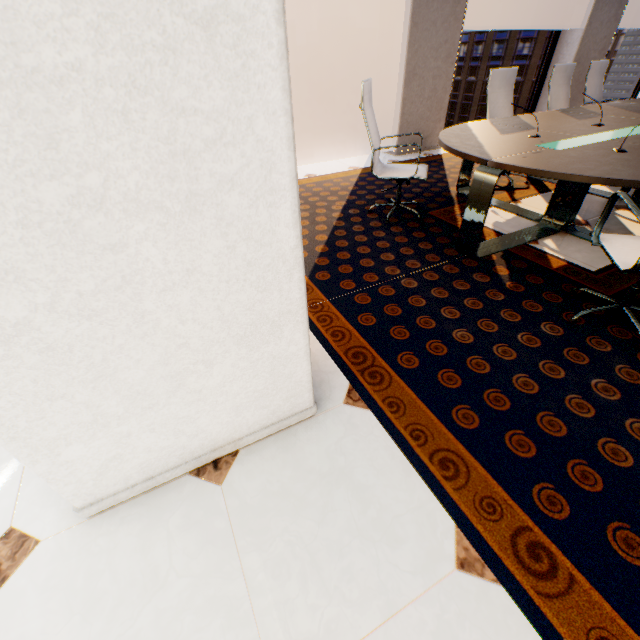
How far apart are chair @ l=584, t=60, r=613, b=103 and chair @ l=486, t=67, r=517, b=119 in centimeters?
181cm

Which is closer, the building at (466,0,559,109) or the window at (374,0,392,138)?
the window at (374,0,392,138)

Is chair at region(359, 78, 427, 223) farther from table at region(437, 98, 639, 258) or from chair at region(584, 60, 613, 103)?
chair at region(584, 60, 613, 103)

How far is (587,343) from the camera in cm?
185

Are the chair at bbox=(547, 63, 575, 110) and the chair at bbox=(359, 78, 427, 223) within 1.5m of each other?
no

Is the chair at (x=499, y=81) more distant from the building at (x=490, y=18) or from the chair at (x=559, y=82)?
the building at (x=490, y=18)

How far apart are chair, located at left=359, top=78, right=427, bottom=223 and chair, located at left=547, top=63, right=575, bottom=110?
2.45m

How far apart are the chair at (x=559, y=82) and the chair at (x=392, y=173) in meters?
2.4
